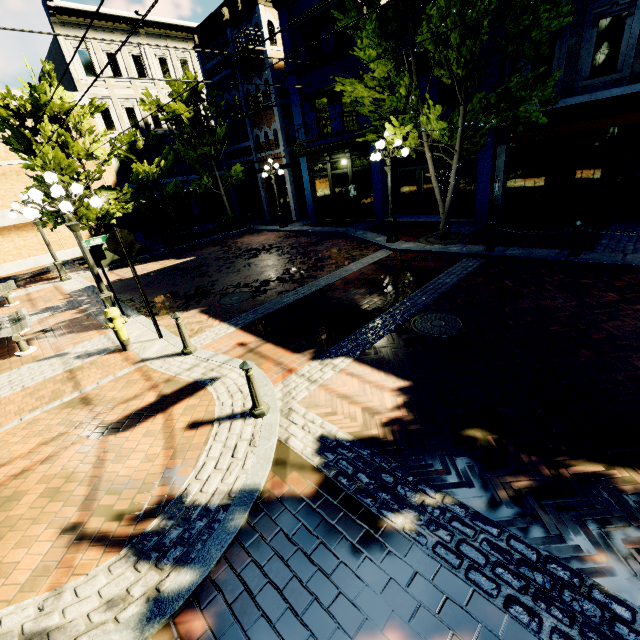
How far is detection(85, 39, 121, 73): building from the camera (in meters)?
20.17

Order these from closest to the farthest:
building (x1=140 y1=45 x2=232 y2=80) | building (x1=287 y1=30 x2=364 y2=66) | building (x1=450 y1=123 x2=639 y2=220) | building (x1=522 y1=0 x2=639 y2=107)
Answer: building (x1=522 y1=0 x2=639 y2=107)
building (x1=450 y1=123 x2=639 y2=220)
building (x1=287 y1=30 x2=364 y2=66)
building (x1=140 y1=45 x2=232 y2=80)

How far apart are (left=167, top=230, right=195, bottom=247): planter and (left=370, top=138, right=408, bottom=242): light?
11.5m

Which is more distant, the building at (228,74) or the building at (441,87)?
the building at (228,74)

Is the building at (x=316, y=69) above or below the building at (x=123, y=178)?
above

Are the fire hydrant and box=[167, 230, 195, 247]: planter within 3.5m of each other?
no

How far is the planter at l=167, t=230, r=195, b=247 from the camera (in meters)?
17.80

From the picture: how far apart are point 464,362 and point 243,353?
4.0m
